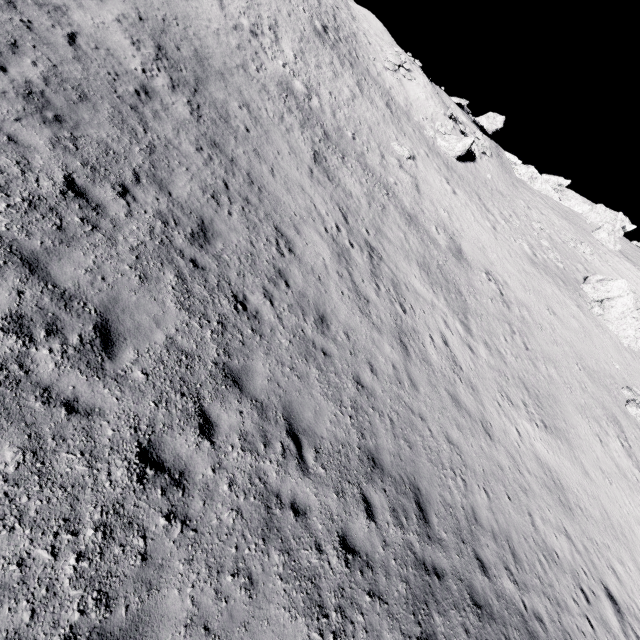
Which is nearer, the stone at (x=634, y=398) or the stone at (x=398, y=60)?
the stone at (x=634, y=398)

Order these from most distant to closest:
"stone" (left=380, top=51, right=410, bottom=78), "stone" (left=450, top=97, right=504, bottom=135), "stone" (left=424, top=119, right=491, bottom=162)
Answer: "stone" (left=450, top=97, right=504, bottom=135) < "stone" (left=380, top=51, right=410, bottom=78) < "stone" (left=424, top=119, right=491, bottom=162)

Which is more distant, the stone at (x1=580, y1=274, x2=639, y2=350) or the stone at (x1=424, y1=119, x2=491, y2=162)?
the stone at (x1=424, y1=119, x2=491, y2=162)

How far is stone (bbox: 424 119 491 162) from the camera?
31.7 meters

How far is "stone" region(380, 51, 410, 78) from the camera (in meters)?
33.22

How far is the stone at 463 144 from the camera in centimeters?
3169cm

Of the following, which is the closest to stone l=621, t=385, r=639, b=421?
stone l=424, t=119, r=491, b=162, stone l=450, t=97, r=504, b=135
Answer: stone l=424, t=119, r=491, b=162

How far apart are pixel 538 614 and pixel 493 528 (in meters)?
2.17
